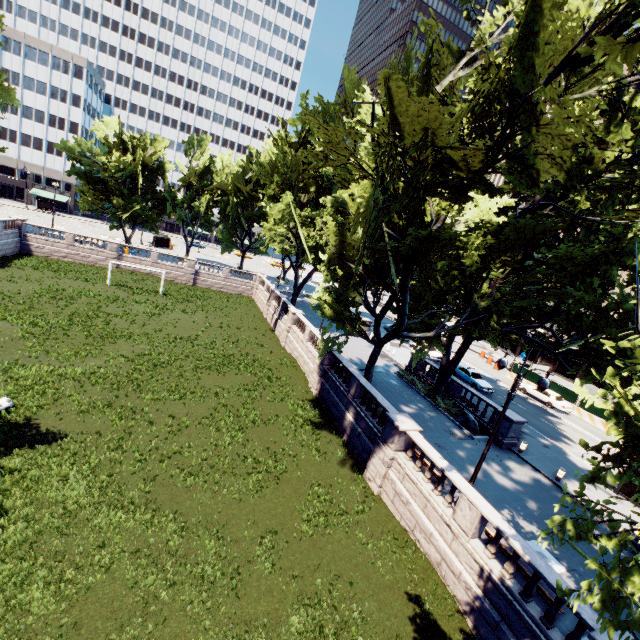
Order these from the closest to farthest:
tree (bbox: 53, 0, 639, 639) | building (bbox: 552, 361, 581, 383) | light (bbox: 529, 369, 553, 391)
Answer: tree (bbox: 53, 0, 639, 639) → light (bbox: 529, 369, 553, 391) → building (bbox: 552, 361, 581, 383)

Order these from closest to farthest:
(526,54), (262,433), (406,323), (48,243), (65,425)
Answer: (526,54) < (65,425) < (262,433) < (406,323) < (48,243)

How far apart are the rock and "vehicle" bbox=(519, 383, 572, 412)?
15.39m

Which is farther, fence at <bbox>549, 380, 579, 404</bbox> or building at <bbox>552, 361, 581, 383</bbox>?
building at <bbox>552, 361, 581, 383</bbox>

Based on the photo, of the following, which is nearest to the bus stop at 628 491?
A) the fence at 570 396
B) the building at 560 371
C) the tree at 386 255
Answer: the tree at 386 255

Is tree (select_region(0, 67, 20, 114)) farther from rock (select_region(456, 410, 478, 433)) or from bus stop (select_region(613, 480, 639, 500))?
bus stop (select_region(613, 480, 639, 500))

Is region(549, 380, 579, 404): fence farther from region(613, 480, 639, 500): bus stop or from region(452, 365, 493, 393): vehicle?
region(613, 480, 639, 500): bus stop

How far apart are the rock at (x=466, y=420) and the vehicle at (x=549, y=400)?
15.39m
